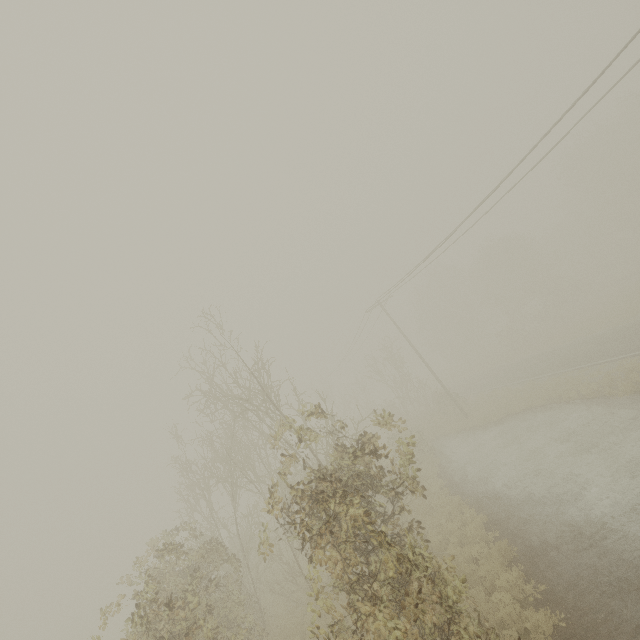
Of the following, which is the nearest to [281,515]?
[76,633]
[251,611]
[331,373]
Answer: [251,611]
